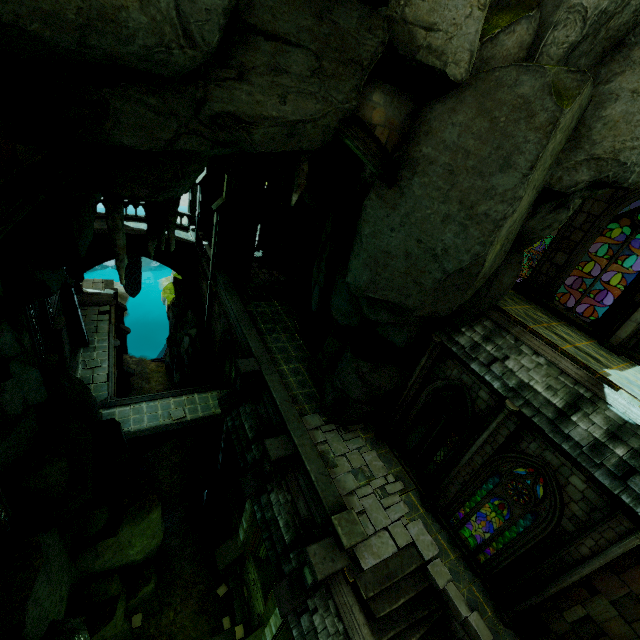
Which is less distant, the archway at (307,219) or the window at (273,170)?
the archway at (307,219)

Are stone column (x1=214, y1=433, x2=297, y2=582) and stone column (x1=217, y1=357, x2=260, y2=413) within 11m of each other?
yes

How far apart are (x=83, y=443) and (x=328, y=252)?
12.8m

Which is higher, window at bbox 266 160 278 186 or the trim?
window at bbox 266 160 278 186

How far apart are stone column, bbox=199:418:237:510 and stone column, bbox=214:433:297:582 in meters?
3.3

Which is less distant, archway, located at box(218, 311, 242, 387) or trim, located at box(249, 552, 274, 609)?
trim, located at box(249, 552, 274, 609)

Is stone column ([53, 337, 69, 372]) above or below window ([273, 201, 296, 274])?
below

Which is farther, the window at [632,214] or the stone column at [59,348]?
the stone column at [59,348]
